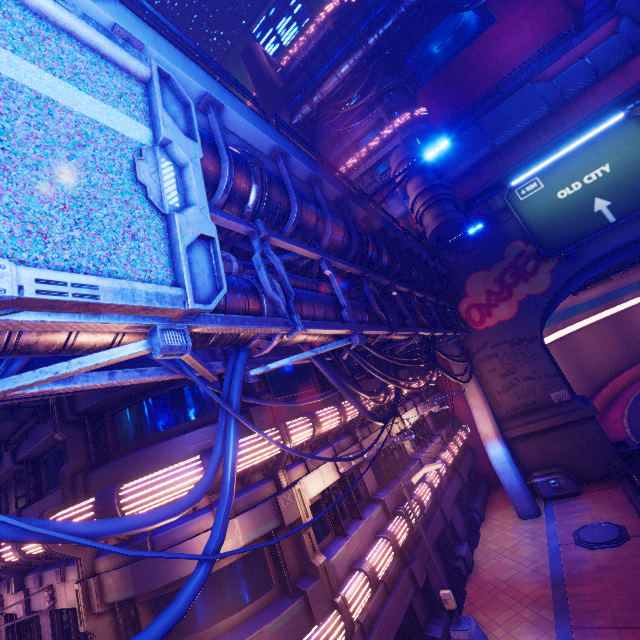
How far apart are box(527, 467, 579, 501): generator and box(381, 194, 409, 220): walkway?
21.36m

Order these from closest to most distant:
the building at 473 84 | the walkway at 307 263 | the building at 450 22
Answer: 1. the walkway at 307 263
2. the building at 473 84
3. the building at 450 22

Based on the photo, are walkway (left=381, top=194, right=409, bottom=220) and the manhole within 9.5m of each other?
no

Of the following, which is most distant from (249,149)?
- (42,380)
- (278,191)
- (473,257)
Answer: (473,257)

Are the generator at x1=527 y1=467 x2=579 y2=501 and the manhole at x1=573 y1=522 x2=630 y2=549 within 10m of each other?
yes

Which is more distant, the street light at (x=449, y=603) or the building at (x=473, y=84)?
the building at (x=473, y=84)

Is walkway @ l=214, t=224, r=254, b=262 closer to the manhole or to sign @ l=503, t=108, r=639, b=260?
sign @ l=503, t=108, r=639, b=260

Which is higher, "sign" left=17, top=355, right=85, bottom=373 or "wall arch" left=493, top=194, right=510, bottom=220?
"wall arch" left=493, top=194, right=510, bottom=220
